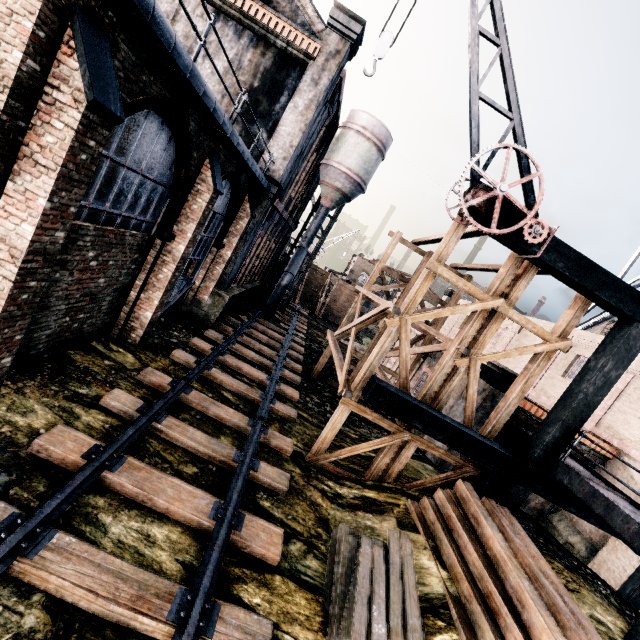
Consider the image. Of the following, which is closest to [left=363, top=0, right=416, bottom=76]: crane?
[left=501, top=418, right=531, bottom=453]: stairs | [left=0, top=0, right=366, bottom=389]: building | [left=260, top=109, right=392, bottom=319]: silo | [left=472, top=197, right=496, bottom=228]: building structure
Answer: [left=472, top=197, right=496, bottom=228]: building structure

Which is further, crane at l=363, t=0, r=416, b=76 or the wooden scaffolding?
the wooden scaffolding

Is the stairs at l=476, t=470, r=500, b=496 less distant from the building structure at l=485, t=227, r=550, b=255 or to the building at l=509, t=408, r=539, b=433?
the building structure at l=485, t=227, r=550, b=255

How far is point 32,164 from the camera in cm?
509

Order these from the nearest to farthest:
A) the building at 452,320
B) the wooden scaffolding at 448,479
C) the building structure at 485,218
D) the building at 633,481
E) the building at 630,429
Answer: the building structure at 485,218 → the wooden scaffolding at 448,479 → the building at 633,481 → the building at 630,429 → the building at 452,320

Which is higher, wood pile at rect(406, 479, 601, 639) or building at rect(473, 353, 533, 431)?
building at rect(473, 353, 533, 431)

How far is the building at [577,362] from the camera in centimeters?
1798cm

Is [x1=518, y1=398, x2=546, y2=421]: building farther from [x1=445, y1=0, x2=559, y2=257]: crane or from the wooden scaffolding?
[x1=445, y1=0, x2=559, y2=257]: crane
